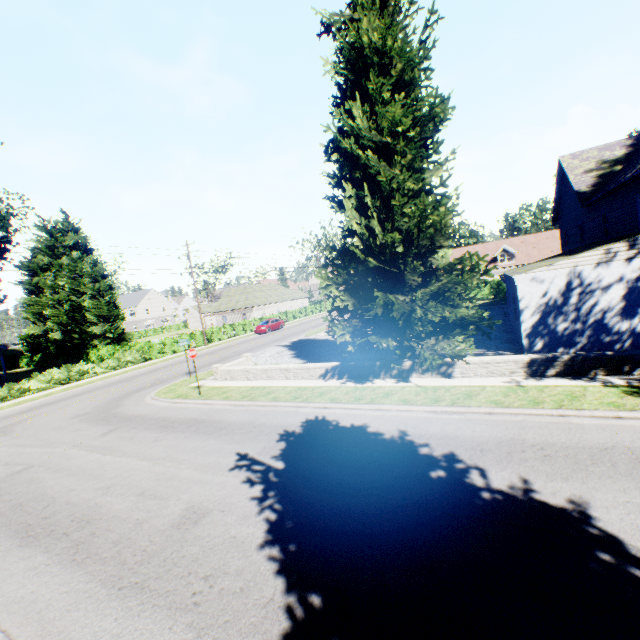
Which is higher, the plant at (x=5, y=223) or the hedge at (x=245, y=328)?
the plant at (x=5, y=223)

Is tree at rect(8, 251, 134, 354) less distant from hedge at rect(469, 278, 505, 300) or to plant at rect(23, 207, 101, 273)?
hedge at rect(469, 278, 505, 300)

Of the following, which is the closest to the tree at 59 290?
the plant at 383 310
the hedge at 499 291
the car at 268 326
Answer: the hedge at 499 291

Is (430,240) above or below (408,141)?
below

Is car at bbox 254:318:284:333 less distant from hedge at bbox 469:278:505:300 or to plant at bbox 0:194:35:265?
hedge at bbox 469:278:505:300

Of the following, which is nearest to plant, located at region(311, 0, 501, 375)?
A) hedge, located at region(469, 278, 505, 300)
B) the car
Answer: hedge, located at region(469, 278, 505, 300)

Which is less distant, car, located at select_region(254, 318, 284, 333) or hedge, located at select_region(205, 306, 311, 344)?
hedge, located at select_region(205, 306, 311, 344)

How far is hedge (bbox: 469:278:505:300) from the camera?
37.4m
